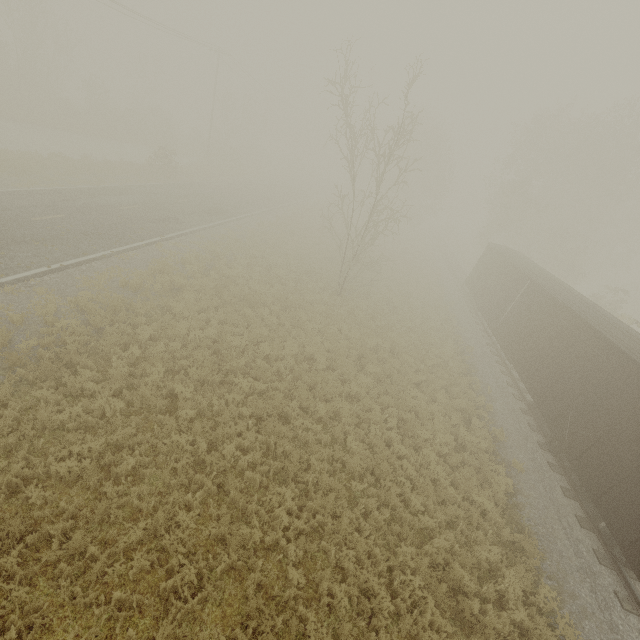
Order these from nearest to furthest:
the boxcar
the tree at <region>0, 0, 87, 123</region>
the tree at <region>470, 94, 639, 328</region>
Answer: the boxcar < the tree at <region>470, 94, 639, 328</region> < the tree at <region>0, 0, 87, 123</region>

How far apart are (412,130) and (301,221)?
18.1m

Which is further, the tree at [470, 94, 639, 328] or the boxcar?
the tree at [470, 94, 639, 328]

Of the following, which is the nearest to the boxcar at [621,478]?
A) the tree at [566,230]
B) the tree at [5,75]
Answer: the tree at [566,230]

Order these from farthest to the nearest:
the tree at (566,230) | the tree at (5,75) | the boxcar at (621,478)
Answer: the tree at (5,75) < the tree at (566,230) < the boxcar at (621,478)

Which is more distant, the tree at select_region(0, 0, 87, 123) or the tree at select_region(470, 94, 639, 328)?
the tree at select_region(0, 0, 87, 123)

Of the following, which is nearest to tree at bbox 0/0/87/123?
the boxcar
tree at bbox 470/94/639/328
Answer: the boxcar
